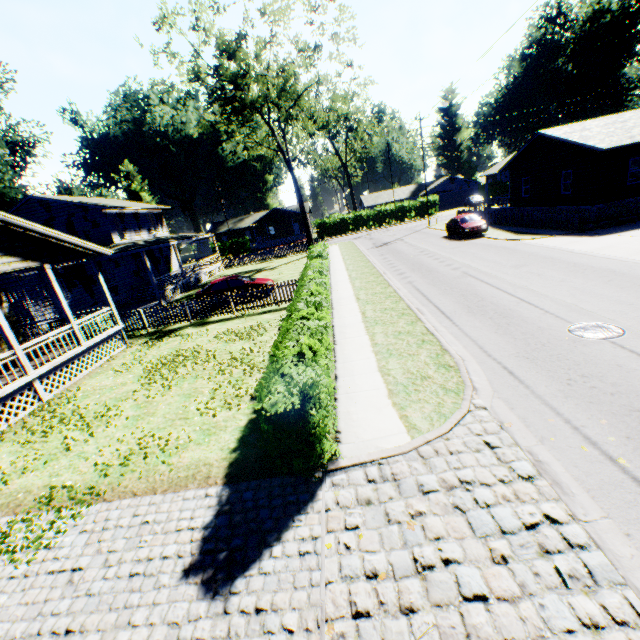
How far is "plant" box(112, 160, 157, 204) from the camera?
55.1 meters

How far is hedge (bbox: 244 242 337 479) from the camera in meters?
5.0 m

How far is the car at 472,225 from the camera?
25.0m

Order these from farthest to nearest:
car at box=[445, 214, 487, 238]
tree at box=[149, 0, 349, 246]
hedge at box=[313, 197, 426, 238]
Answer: hedge at box=[313, 197, 426, 238]
car at box=[445, 214, 487, 238]
tree at box=[149, 0, 349, 246]

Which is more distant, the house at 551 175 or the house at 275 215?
the house at 275 215

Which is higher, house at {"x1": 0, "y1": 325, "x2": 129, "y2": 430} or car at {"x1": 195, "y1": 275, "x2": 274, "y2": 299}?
car at {"x1": 195, "y1": 275, "x2": 274, "y2": 299}

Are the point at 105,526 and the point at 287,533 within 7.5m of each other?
yes

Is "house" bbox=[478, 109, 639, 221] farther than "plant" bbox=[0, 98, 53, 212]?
No
